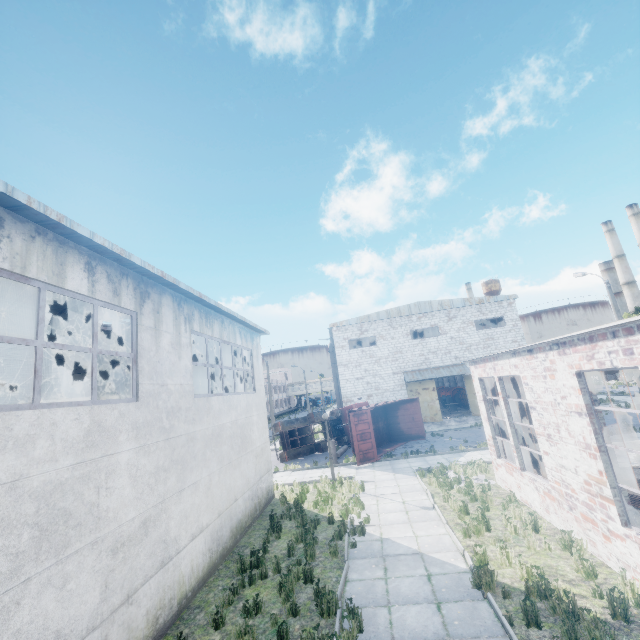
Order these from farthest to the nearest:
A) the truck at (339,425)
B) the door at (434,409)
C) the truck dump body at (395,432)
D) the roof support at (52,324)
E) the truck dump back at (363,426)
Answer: the door at (434,409) < the truck at (339,425) < the truck dump body at (395,432) < the truck dump back at (363,426) < the roof support at (52,324)

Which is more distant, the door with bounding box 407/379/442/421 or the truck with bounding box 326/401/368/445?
the door with bounding box 407/379/442/421

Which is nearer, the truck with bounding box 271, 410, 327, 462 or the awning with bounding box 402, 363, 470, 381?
the truck with bounding box 271, 410, 327, 462

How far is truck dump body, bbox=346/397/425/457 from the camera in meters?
21.8

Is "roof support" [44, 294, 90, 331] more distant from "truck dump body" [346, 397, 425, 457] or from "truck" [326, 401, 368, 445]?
"truck" [326, 401, 368, 445]

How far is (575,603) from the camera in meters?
5.8 m

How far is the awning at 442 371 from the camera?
30.3 meters

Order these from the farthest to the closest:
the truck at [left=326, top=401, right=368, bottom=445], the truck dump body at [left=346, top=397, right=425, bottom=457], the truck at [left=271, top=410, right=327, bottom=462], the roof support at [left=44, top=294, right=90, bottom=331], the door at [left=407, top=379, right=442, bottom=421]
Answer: the door at [left=407, top=379, right=442, bottom=421] → the truck at [left=326, top=401, right=368, bottom=445] → the truck at [left=271, top=410, right=327, bottom=462] → the truck dump body at [left=346, top=397, right=425, bottom=457] → the roof support at [left=44, top=294, right=90, bottom=331]
